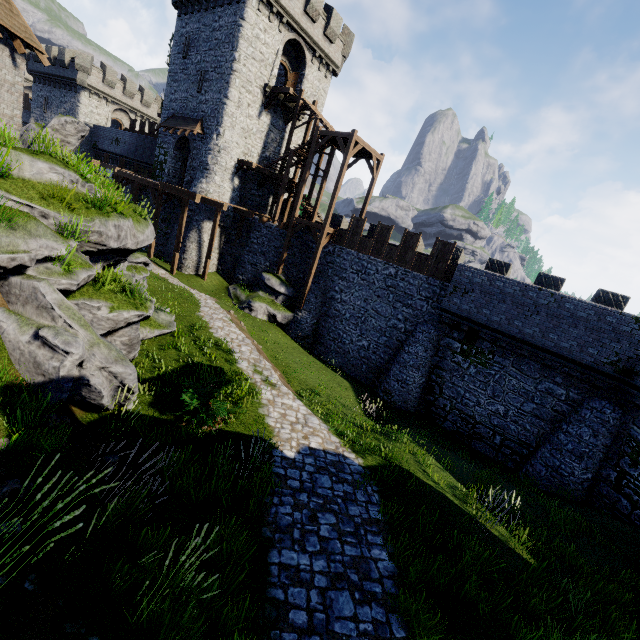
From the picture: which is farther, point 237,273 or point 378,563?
point 237,273

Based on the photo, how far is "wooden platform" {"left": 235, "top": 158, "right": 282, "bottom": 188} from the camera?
24.4m

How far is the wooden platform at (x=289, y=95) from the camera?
24.0m

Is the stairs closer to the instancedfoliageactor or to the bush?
the bush

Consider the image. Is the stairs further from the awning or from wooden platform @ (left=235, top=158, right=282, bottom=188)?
the awning

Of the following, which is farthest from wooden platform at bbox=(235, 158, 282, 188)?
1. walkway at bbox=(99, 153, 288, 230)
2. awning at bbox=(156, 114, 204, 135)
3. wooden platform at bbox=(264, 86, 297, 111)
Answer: wooden platform at bbox=(264, 86, 297, 111)

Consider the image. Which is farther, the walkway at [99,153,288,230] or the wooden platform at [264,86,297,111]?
the wooden platform at [264,86,297,111]

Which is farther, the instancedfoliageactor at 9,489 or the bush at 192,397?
the bush at 192,397
